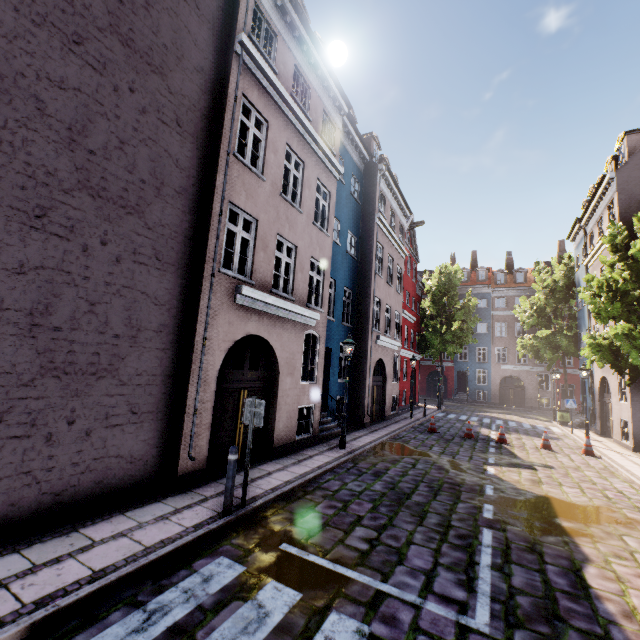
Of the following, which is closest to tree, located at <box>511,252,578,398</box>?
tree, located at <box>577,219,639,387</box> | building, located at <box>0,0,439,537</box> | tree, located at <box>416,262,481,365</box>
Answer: building, located at <box>0,0,439,537</box>

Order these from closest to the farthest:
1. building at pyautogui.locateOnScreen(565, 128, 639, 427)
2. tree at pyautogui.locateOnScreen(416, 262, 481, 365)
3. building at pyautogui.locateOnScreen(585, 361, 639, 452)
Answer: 1. building at pyautogui.locateOnScreen(585, 361, 639, 452)
2. building at pyautogui.locateOnScreen(565, 128, 639, 427)
3. tree at pyautogui.locateOnScreen(416, 262, 481, 365)

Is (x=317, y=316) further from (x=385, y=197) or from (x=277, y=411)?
(x=385, y=197)

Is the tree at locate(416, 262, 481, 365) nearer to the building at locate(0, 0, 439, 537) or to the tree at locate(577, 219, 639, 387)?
the building at locate(0, 0, 439, 537)

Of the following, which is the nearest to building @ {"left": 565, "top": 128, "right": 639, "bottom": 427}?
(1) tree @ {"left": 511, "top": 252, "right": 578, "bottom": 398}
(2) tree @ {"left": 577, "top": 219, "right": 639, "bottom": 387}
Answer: (1) tree @ {"left": 511, "top": 252, "right": 578, "bottom": 398}

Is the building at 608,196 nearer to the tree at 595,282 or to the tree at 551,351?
the tree at 551,351

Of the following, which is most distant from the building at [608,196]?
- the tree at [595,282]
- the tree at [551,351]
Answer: the tree at [595,282]
